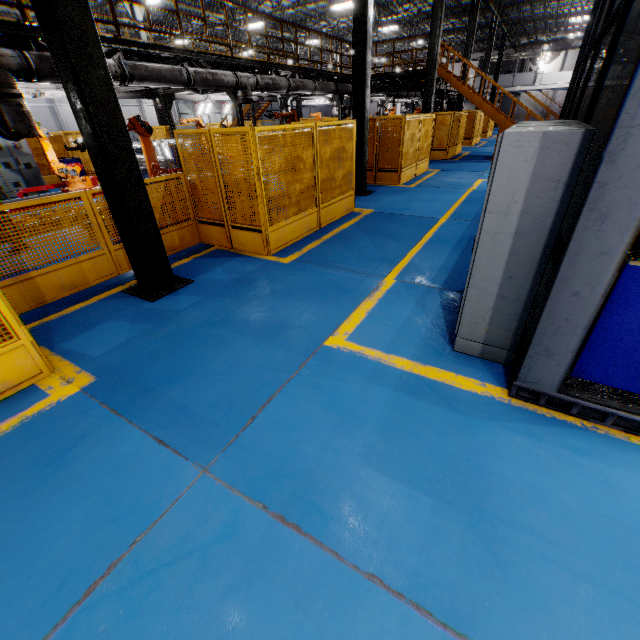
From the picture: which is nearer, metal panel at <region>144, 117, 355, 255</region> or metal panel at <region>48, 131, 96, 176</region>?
metal panel at <region>144, 117, 355, 255</region>

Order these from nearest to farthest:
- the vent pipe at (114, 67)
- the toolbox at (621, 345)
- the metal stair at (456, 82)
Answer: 1. the toolbox at (621, 345)
2. the vent pipe at (114, 67)
3. the metal stair at (456, 82)

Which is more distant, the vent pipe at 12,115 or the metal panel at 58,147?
the metal panel at 58,147

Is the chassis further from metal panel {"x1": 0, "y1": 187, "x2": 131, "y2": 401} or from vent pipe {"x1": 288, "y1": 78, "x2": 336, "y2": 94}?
metal panel {"x1": 0, "y1": 187, "x2": 131, "y2": 401}

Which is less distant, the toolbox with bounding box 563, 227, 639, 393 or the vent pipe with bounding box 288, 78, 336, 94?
the toolbox with bounding box 563, 227, 639, 393

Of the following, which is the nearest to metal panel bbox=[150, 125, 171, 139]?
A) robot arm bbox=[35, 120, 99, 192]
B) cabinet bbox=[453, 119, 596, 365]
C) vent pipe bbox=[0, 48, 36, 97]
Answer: robot arm bbox=[35, 120, 99, 192]

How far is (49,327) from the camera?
4.52m

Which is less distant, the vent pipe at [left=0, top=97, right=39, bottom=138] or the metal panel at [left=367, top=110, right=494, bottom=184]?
the vent pipe at [left=0, top=97, right=39, bottom=138]
